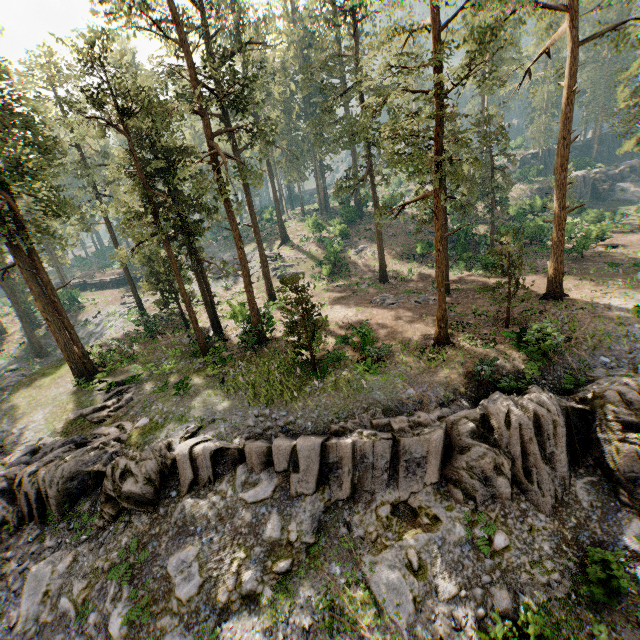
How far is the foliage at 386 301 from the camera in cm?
2725

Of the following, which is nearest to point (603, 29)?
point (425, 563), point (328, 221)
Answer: point (425, 563)

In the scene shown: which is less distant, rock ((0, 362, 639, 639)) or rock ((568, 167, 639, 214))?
rock ((0, 362, 639, 639))

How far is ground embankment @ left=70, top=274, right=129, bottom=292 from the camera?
55.7m

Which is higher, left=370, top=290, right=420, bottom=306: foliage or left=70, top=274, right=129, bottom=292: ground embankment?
left=70, top=274, right=129, bottom=292: ground embankment

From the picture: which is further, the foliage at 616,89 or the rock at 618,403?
the foliage at 616,89

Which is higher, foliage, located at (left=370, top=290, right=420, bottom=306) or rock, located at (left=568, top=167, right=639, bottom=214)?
rock, located at (left=568, top=167, right=639, bottom=214)

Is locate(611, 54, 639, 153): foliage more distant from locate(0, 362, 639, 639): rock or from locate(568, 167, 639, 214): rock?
locate(568, 167, 639, 214): rock
